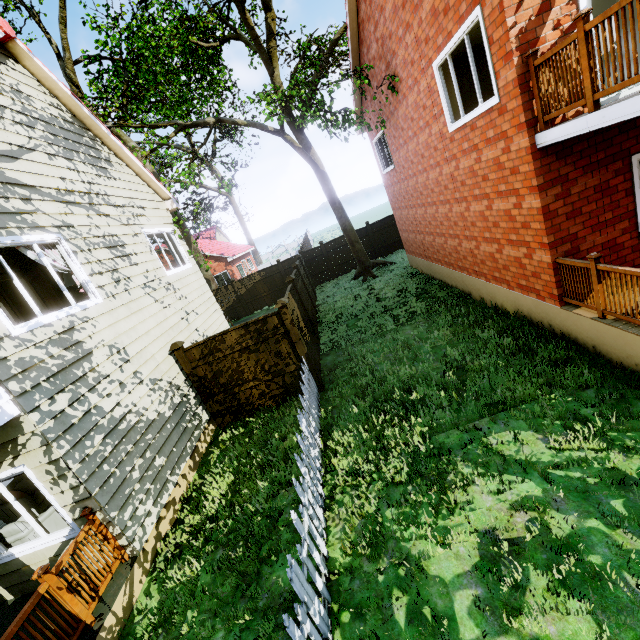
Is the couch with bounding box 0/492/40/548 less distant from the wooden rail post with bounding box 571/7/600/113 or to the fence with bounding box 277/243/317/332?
the fence with bounding box 277/243/317/332

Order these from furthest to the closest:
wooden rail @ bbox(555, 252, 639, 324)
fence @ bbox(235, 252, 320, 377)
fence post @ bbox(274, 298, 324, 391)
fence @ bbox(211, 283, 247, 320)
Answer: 1. fence @ bbox(211, 283, 247, 320)
2. fence @ bbox(235, 252, 320, 377)
3. fence post @ bbox(274, 298, 324, 391)
4. wooden rail @ bbox(555, 252, 639, 324)

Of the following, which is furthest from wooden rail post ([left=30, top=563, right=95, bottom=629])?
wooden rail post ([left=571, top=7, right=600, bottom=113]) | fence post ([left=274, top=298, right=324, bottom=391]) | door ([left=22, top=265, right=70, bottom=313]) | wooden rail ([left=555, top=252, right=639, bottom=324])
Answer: wooden rail post ([left=571, top=7, right=600, bottom=113])

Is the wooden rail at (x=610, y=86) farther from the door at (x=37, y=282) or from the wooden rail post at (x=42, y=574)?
the door at (x=37, y=282)

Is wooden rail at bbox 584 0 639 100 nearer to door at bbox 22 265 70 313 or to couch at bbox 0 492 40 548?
couch at bbox 0 492 40 548

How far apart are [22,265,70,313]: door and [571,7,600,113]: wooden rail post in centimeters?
1090cm

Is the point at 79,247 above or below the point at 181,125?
below

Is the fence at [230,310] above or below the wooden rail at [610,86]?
below
